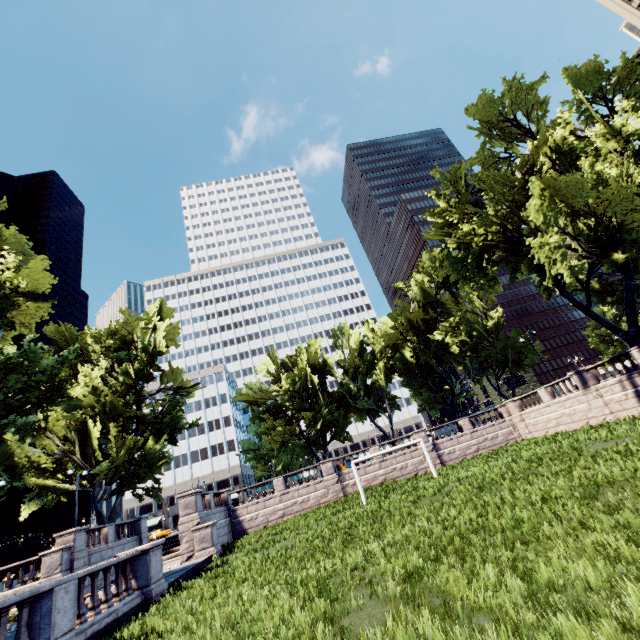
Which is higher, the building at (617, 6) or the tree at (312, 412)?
the building at (617, 6)

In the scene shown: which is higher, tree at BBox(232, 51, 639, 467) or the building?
the building

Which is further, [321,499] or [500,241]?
[321,499]

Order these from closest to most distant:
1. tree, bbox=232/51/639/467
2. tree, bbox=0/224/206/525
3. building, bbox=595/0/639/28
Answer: tree, bbox=0/224/206/525
tree, bbox=232/51/639/467
building, bbox=595/0/639/28

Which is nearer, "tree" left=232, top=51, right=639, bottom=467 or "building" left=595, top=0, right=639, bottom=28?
"tree" left=232, top=51, right=639, bottom=467

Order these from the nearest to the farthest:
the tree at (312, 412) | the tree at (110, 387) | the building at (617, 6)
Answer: the tree at (110, 387) → the tree at (312, 412) → the building at (617, 6)
